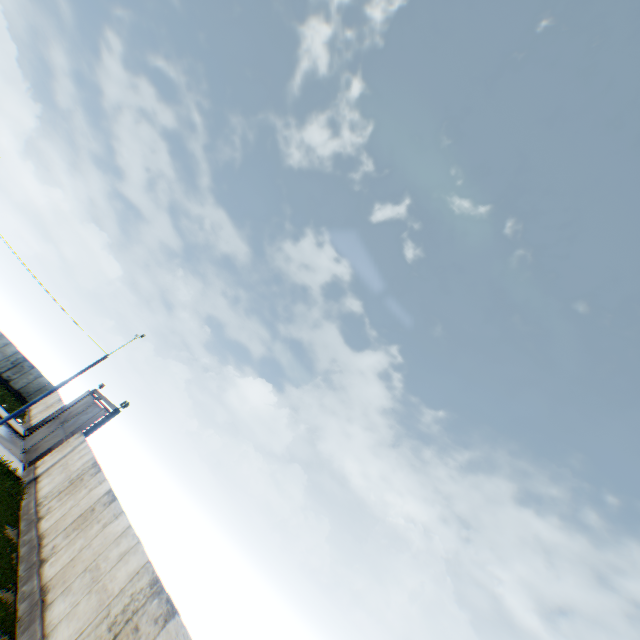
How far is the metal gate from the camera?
22.84m

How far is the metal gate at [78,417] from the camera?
22.84m

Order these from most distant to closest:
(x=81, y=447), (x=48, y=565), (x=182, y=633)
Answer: (x=81, y=447), (x=48, y=565), (x=182, y=633)
